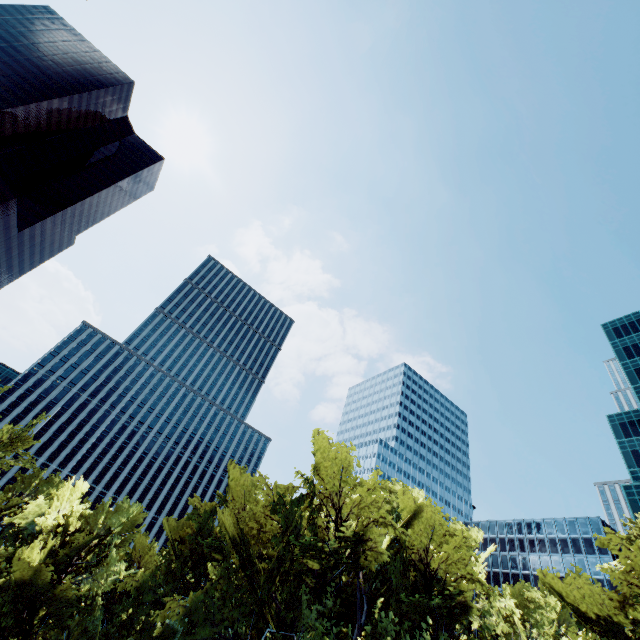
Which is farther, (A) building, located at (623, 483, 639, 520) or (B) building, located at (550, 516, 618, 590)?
(A) building, located at (623, 483, 639, 520)

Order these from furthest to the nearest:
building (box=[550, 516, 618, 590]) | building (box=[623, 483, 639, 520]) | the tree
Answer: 1. building (box=[623, 483, 639, 520])
2. building (box=[550, 516, 618, 590])
3. the tree

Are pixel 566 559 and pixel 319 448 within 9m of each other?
no

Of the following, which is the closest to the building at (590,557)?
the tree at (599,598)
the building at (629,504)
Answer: the building at (629,504)

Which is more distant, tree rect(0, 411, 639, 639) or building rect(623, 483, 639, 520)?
building rect(623, 483, 639, 520)

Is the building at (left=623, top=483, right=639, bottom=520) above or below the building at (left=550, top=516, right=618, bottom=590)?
above

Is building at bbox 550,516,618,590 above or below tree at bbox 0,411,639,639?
above

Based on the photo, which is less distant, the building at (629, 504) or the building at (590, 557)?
the building at (590, 557)
